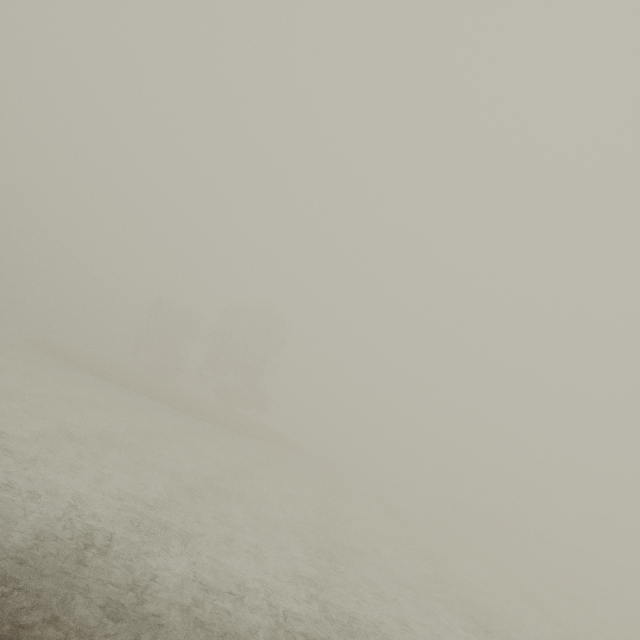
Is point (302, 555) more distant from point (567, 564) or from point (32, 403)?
point (567, 564)
